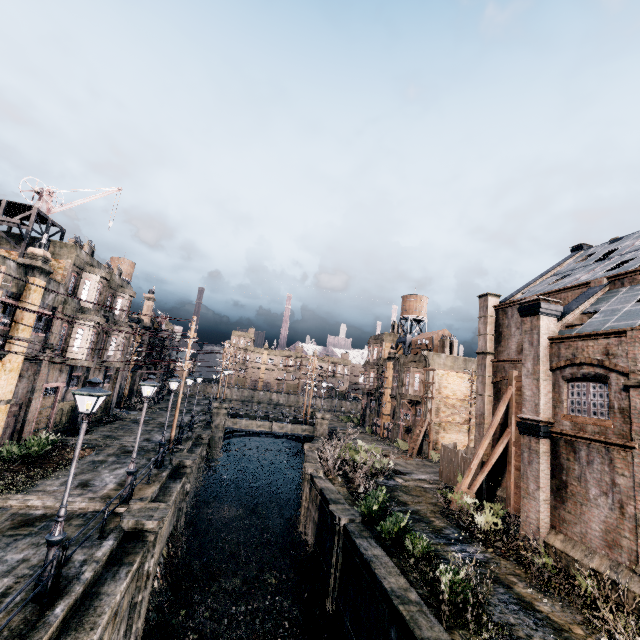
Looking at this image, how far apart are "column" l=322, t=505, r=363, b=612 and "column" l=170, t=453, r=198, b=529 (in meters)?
9.41

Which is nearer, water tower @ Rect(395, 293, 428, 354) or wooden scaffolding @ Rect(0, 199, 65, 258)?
wooden scaffolding @ Rect(0, 199, 65, 258)

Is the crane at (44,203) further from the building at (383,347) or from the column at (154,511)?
the building at (383,347)

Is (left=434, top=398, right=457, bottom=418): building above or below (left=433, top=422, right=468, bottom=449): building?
above

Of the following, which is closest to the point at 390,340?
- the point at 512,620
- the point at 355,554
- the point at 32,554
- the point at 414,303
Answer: the point at 414,303

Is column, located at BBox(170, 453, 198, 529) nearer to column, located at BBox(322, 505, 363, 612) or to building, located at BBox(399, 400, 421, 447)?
column, located at BBox(322, 505, 363, 612)

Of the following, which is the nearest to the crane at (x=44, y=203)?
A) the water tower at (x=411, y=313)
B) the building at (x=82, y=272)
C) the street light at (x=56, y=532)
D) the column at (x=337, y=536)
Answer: the building at (x=82, y=272)

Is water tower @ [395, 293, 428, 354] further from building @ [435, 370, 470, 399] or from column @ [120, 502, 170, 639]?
column @ [120, 502, 170, 639]
